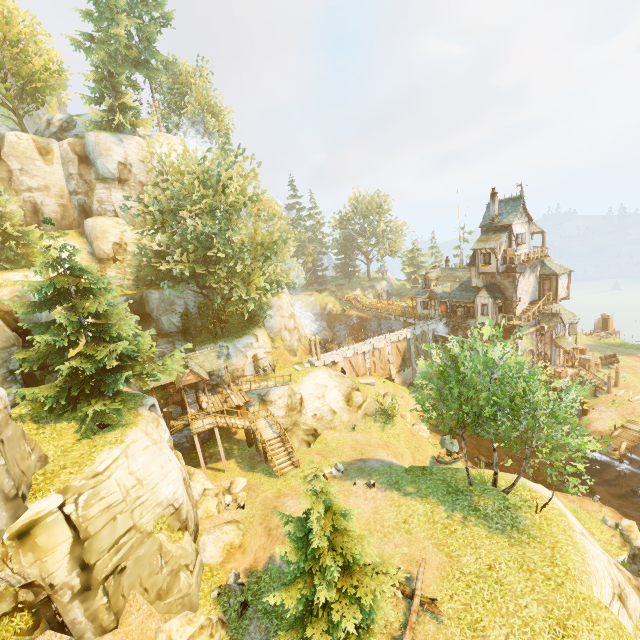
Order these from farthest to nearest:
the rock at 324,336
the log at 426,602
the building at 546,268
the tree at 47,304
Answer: the rock at 324,336, the building at 546,268, the tree at 47,304, the log at 426,602

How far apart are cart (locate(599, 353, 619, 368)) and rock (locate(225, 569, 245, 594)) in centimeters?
4320cm

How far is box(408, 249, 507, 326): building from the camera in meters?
34.6 m

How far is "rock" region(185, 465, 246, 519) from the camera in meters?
18.6 m

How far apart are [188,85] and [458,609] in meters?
65.4 m

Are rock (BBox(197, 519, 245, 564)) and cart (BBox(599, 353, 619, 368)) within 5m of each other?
no

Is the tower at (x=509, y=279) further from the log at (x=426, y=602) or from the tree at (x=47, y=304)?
the log at (x=426, y=602)

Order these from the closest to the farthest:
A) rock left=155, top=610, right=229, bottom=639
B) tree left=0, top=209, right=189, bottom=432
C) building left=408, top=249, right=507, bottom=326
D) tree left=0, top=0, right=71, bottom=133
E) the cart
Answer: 1. rock left=155, top=610, right=229, bottom=639
2. tree left=0, top=209, right=189, bottom=432
3. tree left=0, top=0, right=71, bottom=133
4. building left=408, top=249, right=507, bottom=326
5. the cart
